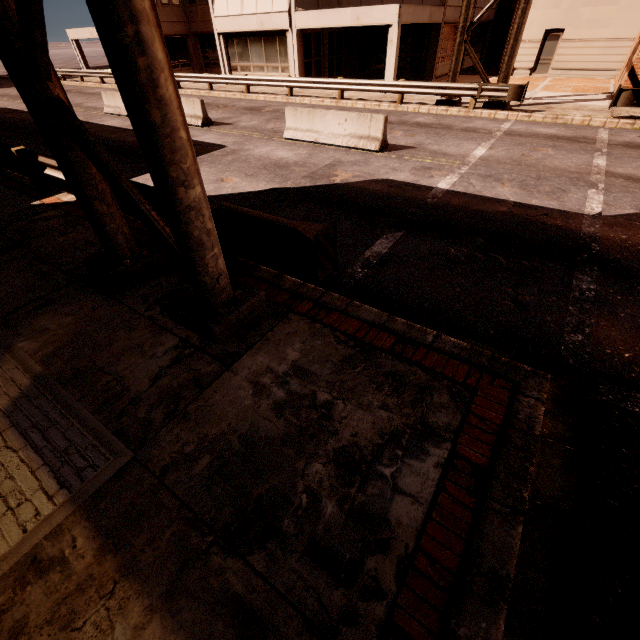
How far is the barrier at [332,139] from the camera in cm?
1035

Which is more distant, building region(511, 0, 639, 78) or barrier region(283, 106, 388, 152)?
building region(511, 0, 639, 78)

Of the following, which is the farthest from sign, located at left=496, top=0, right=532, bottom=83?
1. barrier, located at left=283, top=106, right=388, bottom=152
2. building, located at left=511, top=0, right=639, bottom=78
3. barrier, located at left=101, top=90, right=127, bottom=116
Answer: building, located at left=511, top=0, right=639, bottom=78

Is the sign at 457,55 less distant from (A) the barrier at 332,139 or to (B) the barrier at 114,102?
(A) the barrier at 332,139

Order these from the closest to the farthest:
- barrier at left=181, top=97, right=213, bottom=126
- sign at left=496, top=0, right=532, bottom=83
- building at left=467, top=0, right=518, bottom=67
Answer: sign at left=496, top=0, right=532, bottom=83 < barrier at left=181, top=97, right=213, bottom=126 < building at left=467, top=0, right=518, bottom=67

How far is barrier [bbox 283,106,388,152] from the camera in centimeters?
1035cm

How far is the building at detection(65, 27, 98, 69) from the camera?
29.56m

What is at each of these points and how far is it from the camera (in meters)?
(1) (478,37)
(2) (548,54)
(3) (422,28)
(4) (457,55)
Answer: (1) building, 28.52
(2) building, 21.62
(3) building, 21.64
(4) sign, 14.40
